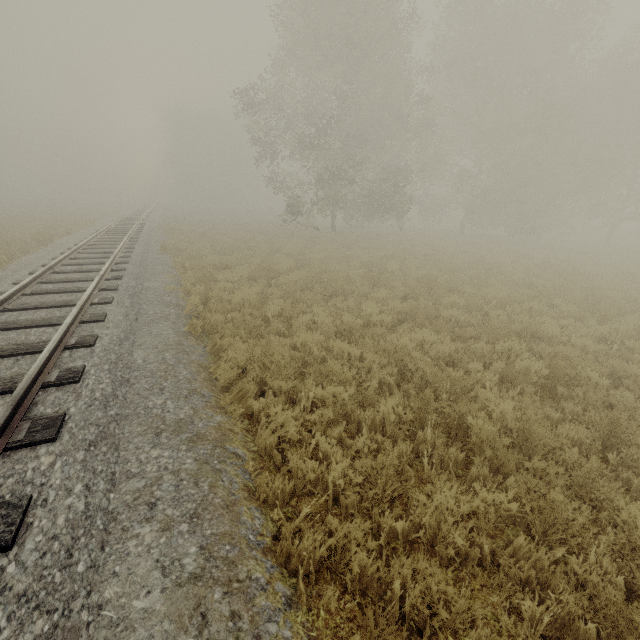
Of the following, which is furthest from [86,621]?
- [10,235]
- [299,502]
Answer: [10,235]
